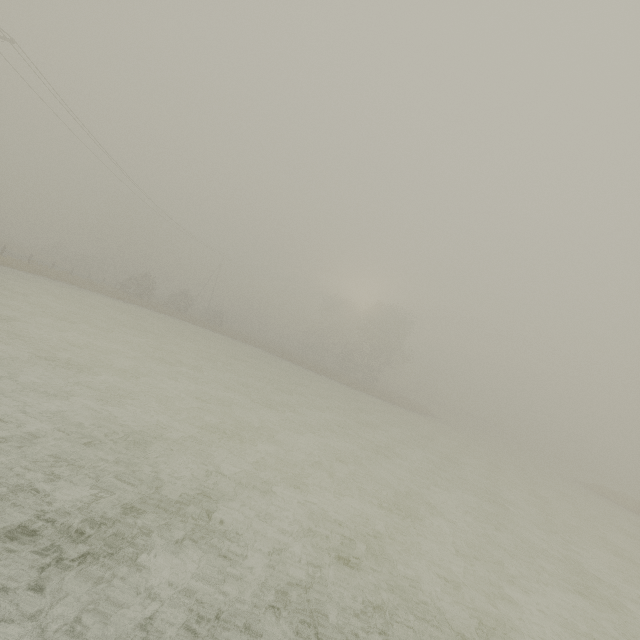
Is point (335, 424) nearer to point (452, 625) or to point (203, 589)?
point (452, 625)

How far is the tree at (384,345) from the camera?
50.4m

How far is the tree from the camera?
50.41m
